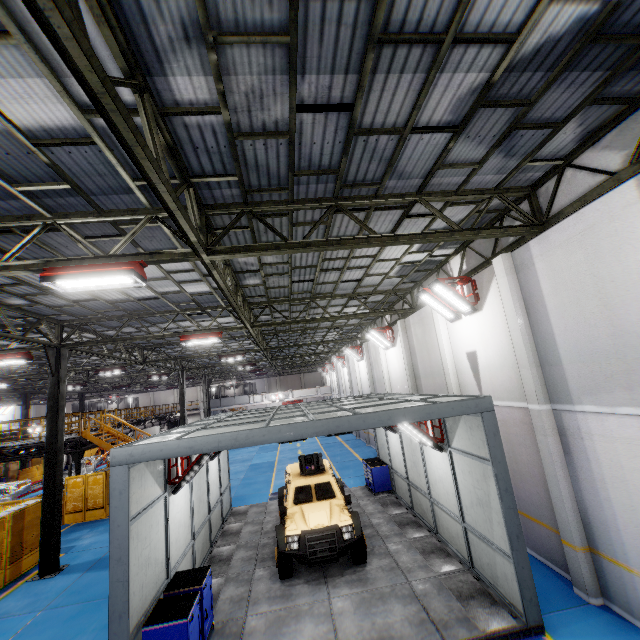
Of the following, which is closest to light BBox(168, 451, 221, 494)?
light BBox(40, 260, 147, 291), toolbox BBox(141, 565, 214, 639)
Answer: toolbox BBox(141, 565, 214, 639)

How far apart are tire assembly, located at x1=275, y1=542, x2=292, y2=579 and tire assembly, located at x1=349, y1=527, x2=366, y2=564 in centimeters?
167cm

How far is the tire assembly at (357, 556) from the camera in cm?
875

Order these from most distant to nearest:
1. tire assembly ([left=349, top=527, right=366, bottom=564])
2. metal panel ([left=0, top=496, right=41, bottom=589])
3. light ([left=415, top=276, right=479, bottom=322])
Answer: metal panel ([left=0, top=496, right=41, bottom=589]) < light ([left=415, top=276, right=479, bottom=322]) < tire assembly ([left=349, top=527, right=366, bottom=564])

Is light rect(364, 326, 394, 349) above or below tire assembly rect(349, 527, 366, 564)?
above

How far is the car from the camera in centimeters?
848cm

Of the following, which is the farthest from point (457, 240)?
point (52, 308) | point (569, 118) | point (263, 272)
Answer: point (52, 308)

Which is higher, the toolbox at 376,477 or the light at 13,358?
the light at 13,358
